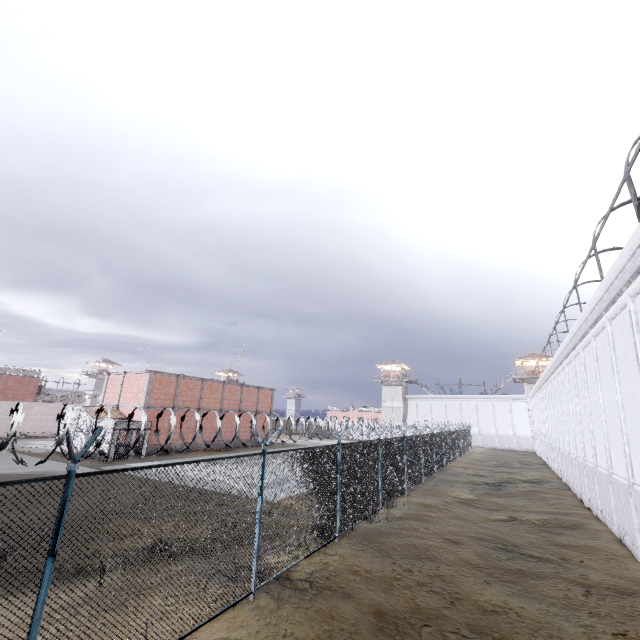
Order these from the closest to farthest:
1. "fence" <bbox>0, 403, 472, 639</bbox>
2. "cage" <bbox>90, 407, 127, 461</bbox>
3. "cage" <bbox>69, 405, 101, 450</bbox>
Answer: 1. "fence" <bbox>0, 403, 472, 639</bbox>
2. "cage" <bbox>90, 407, 127, 461</bbox>
3. "cage" <bbox>69, 405, 101, 450</bbox>

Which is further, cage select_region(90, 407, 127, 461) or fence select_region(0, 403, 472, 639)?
cage select_region(90, 407, 127, 461)

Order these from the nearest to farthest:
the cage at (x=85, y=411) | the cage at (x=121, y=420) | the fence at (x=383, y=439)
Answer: the fence at (x=383, y=439) < the cage at (x=121, y=420) < the cage at (x=85, y=411)

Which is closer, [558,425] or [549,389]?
[558,425]

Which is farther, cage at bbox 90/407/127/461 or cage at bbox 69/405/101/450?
cage at bbox 69/405/101/450

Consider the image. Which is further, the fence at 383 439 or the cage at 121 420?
the cage at 121 420

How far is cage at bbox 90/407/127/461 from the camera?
23.8 meters
